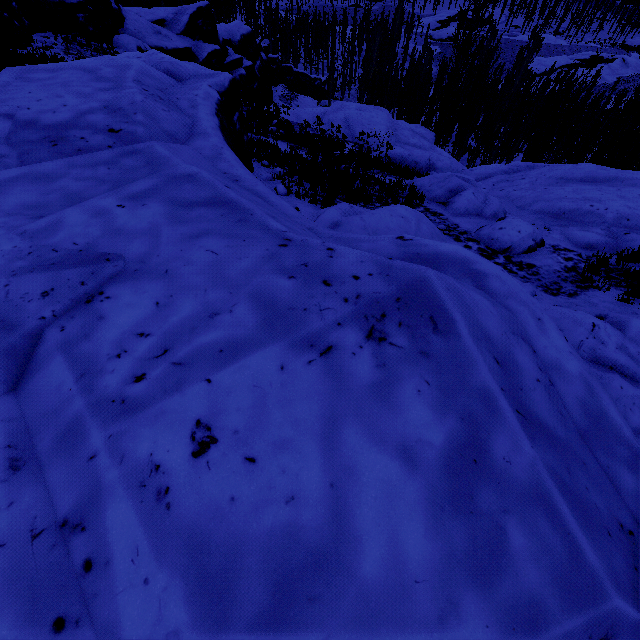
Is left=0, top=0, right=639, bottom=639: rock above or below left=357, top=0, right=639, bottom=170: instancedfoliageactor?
above

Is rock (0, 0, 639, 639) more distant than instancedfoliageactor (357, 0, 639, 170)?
No

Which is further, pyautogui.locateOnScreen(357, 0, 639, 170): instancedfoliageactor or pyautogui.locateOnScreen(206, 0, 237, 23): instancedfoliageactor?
pyautogui.locateOnScreen(206, 0, 237, 23): instancedfoliageactor

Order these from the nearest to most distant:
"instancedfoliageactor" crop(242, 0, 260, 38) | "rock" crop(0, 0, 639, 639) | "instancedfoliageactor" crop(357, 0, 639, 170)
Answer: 1. "rock" crop(0, 0, 639, 639)
2. "instancedfoliageactor" crop(357, 0, 639, 170)
3. "instancedfoliageactor" crop(242, 0, 260, 38)

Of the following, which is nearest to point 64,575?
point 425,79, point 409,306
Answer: point 409,306

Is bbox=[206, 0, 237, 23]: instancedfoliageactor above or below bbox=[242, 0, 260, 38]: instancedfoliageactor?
above

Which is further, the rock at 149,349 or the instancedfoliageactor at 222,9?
the instancedfoliageactor at 222,9

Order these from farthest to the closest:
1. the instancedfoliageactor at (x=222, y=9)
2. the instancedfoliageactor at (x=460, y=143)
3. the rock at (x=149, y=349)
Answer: the instancedfoliageactor at (x=222, y=9) → the instancedfoliageactor at (x=460, y=143) → the rock at (x=149, y=349)
